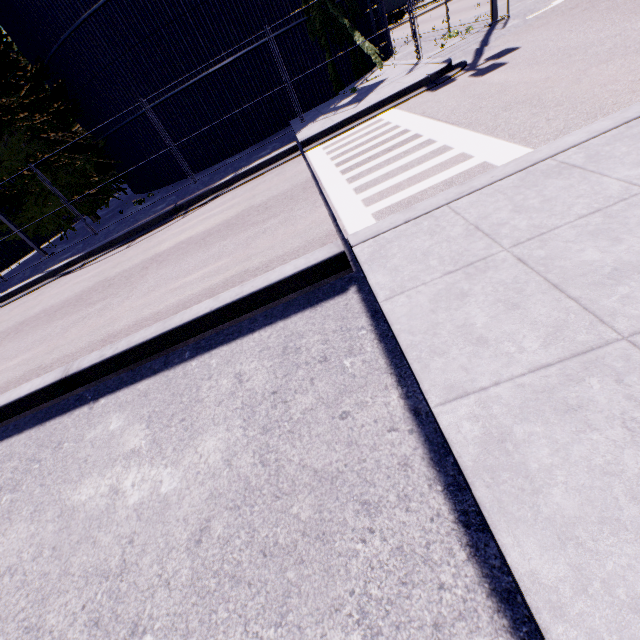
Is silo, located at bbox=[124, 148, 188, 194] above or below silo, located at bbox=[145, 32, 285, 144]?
below

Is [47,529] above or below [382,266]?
below

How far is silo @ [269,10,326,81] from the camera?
12.59m

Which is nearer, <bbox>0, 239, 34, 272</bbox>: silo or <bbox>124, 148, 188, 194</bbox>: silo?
<bbox>124, 148, 188, 194</bbox>: silo

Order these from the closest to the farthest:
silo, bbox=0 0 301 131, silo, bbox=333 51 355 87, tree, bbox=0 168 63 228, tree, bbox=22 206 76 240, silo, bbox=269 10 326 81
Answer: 1. silo, bbox=0 0 301 131
2. silo, bbox=269 10 326 81
3. tree, bbox=0 168 63 228
4. silo, bbox=333 51 355 87
5. tree, bbox=22 206 76 240

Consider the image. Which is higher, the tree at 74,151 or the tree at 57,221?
the tree at 74,151

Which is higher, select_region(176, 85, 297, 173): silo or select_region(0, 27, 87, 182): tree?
select_region(0, 27, 87, 182): tree

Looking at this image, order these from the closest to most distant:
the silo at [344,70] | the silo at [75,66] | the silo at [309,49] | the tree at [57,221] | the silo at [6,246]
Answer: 1. the silo at [75,66]
2. the silo at [309,49]
3. the silo at [344,70]
4. the tree at [57,221]
5. the silo at [6,246]
